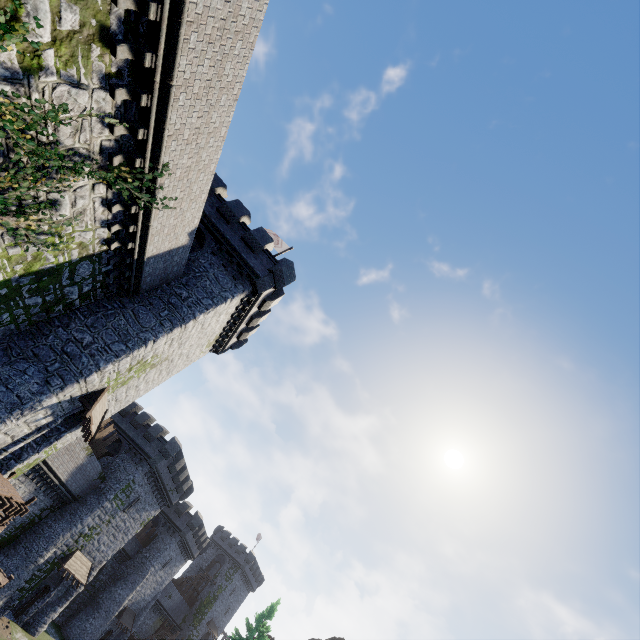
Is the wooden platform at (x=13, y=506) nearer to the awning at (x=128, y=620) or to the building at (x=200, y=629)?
the awning at (x=128, y=620)

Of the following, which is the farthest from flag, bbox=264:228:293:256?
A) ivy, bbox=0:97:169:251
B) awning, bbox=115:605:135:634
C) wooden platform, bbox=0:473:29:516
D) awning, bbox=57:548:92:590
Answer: awning, bbox=115:605:135:634

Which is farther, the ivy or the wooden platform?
the wooden platform

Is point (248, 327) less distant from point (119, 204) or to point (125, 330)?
point (125, 330)

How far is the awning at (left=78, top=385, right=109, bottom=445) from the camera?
14.6m

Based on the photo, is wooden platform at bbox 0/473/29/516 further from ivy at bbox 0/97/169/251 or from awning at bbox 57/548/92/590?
awning at bbox 57/548/92/590

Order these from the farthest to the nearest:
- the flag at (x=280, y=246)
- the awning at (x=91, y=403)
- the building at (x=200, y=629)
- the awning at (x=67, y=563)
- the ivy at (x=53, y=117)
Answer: the building at (x=200, y=629), the awning at (x=67, y=563), the flag at (x=280, y=246), the awning at (x=91, y=403), the ivy at (x=53, y=117)

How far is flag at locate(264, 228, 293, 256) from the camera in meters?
25.4
